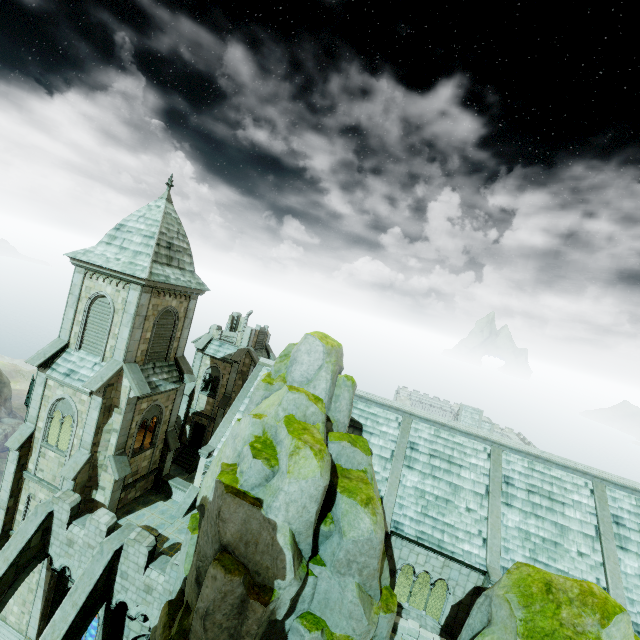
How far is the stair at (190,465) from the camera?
30.6 meters

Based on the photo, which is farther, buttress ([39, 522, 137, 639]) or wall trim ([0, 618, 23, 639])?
wall trim ([0, 618, 23, 639])

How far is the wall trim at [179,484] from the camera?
21.3 meters

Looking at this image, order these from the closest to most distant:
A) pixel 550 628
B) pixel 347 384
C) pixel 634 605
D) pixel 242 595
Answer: pixel 550 628 < pixel 242 595 < pixel 347 384 < pixel 634 605

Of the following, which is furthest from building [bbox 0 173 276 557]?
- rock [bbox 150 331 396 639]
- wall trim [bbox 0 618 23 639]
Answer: rock [bbox 150 331 396 639]

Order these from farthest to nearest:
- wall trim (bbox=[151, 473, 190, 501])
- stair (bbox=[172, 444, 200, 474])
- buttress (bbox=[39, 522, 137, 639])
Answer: stair (bbox=[172, 444, 200, 474]), wall trim (bbox=[151, 473, 190, 501]), buttress (bbox=[39, 522, 137, 639])

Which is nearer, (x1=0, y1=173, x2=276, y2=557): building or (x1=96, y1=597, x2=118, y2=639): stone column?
(x1=96, y1=597, x2=118, y2=639): stone column

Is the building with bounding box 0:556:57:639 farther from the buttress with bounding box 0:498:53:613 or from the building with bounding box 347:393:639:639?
the building with bounding box 347:393:639:639
